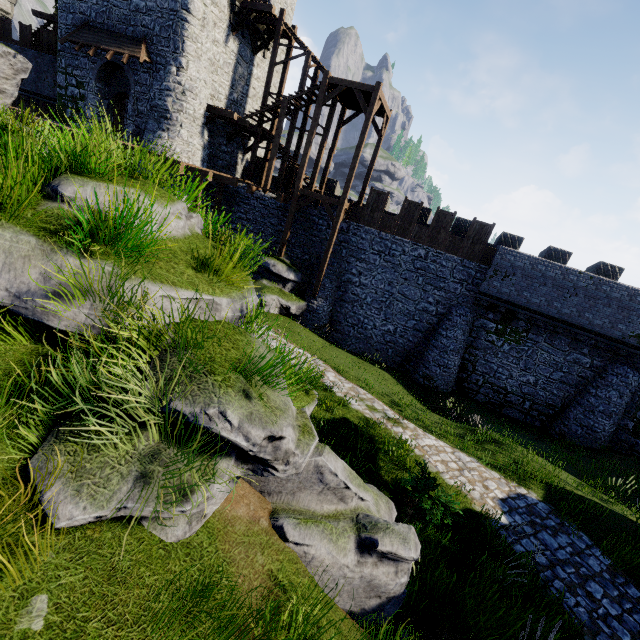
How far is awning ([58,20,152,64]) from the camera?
17.5m

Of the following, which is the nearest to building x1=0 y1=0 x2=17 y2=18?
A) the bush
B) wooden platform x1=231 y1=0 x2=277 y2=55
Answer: wooden platform x1=231 y1=0 x2=277 y2=55

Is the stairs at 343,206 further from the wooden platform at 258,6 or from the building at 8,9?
the building at 8,9

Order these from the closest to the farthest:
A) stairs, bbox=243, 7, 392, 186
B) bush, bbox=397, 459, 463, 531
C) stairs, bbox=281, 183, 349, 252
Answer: bush, bbox=397, 459, 463, 531 → stairs, bbox=243, 7, 392, 186 → stairs, bbox=281, 183, 349, 252

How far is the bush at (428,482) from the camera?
6.7 meters

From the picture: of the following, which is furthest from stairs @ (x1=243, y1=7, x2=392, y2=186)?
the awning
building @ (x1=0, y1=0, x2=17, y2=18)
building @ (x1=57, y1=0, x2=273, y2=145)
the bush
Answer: building @ (x1=0, y1=0, x2=17, y2=18)

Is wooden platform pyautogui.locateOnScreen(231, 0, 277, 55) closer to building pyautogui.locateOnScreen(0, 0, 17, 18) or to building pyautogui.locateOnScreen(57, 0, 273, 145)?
building pyautogui.locateOnScreen(57, 0, 273, 145)

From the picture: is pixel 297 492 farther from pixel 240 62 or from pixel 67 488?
pixel 240 62
